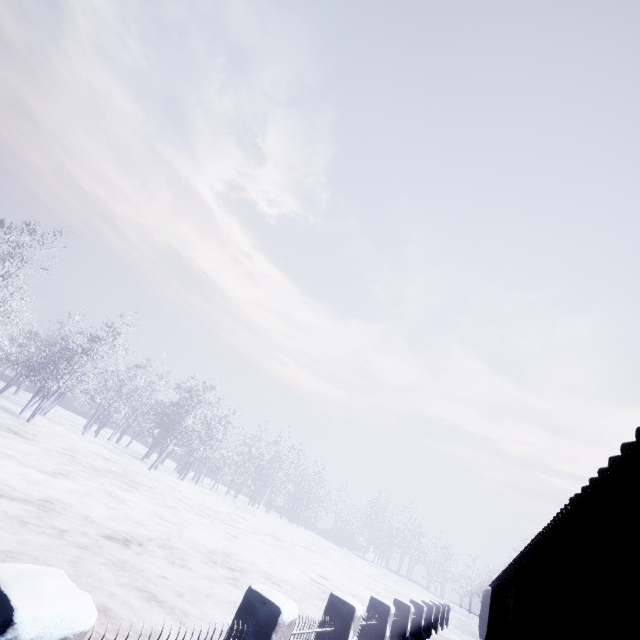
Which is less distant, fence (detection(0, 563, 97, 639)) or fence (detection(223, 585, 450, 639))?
fence (detection(0, 563, 97, 639))

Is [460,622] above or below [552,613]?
below

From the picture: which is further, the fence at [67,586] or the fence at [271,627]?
the fence at [271,627]
